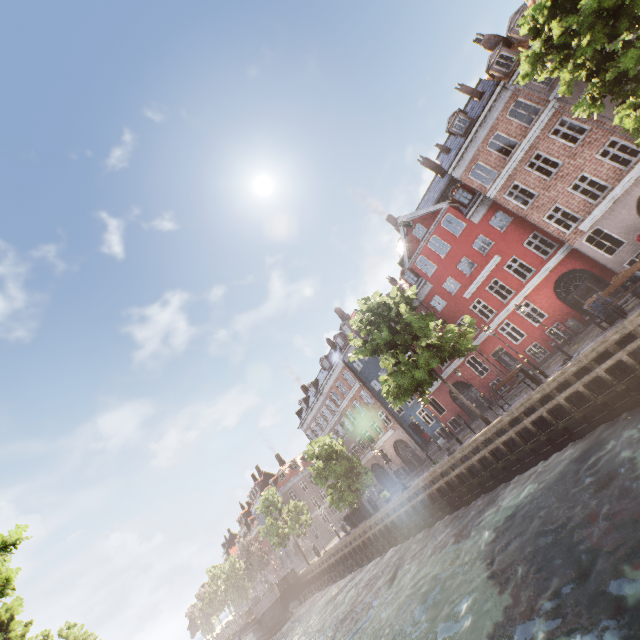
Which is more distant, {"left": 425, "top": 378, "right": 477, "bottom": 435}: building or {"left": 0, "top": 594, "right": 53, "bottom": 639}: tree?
{"left": 425, "top": 378, "right": 477, "bottom": 435}: building

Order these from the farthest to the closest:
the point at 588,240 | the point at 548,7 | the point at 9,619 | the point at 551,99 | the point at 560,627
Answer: the point at 588,240
the point at 551,99
the point at 9,619
the point at 548,7
the point at 560,627

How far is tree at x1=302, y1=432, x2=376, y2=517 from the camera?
26.95m

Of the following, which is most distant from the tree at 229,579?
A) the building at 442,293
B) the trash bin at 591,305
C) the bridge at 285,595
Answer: the trash bin at 591,305

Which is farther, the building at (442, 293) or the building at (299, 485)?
the building at (299, 485)

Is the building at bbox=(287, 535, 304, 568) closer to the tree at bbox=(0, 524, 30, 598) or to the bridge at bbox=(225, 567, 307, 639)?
the tree at bbox=(0, 524, 30, 598)

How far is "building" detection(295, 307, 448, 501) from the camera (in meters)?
33.03
